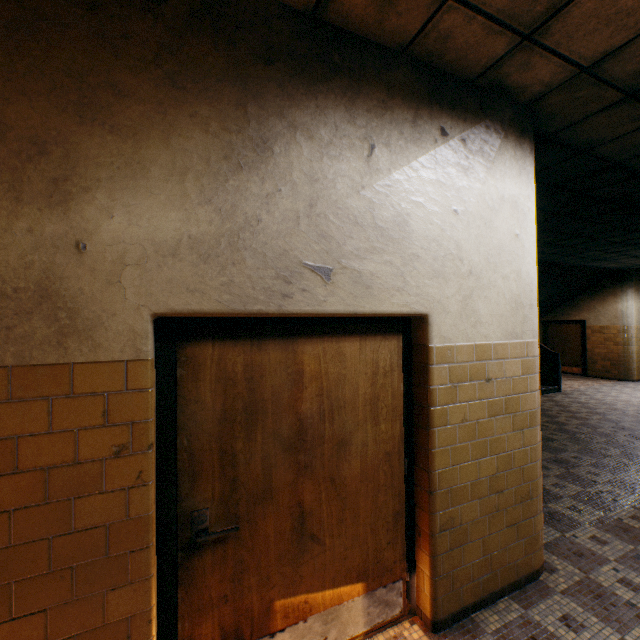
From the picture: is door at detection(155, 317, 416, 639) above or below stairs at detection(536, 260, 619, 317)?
below

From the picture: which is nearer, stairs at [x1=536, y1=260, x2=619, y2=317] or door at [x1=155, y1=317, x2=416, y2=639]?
door at [x1=155, y1=317, x2=416, y2=639]

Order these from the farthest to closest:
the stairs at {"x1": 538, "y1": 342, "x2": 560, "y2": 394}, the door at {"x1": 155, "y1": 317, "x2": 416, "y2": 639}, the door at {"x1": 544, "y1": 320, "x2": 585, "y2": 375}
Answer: the door at {"x1": 544, "y1": 320, "x2": 585, "y2": 375}
the stairs at {"x1": 538, "y1": 342, "x2": 560, "y2": 394}
the door at {"x1": 155, "y1": 317, "x2": 416, "y2": 639}

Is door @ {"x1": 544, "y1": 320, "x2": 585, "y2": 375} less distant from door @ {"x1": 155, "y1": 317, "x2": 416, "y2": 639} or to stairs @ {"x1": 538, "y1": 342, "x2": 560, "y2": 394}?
stairs @ {"x1": 538, "y1": 342, "x2": 560, "y2": 394}

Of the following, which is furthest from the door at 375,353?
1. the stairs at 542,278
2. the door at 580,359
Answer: the door at 580,359

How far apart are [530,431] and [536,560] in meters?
1.1 m

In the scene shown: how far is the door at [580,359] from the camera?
12.68m

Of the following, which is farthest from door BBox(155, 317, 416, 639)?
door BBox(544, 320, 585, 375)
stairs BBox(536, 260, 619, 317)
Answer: door BBox(544, 320, 585, 375)
